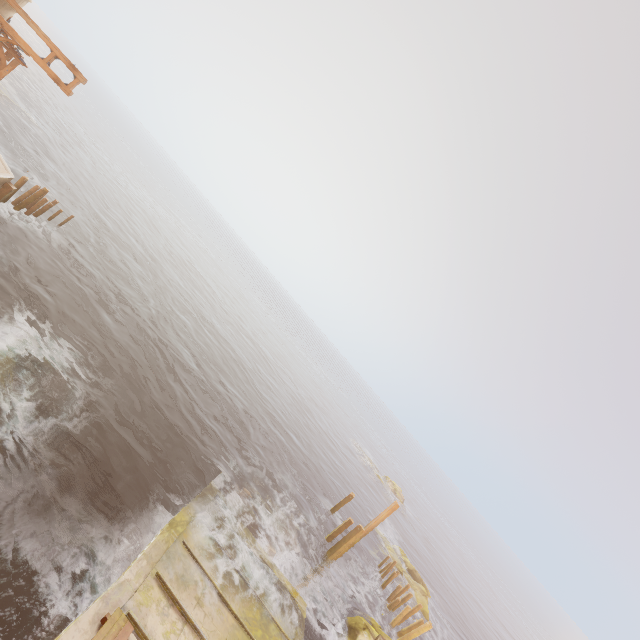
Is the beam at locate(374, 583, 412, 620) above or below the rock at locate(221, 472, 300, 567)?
above

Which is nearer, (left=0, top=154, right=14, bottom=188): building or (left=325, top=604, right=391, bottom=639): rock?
(left=325, top=604, right=391, bottom=639): rock

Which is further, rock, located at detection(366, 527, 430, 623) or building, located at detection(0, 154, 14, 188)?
rock, located at detection(366, 527, 430, 623)

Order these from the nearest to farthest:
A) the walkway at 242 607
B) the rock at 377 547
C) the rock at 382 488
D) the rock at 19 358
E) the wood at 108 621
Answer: the wood at 108 621
the walkway at 242 607
the rock at 19 358
the rock at 377 547
the rock at 382 488

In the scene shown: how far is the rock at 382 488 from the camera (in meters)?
47.78

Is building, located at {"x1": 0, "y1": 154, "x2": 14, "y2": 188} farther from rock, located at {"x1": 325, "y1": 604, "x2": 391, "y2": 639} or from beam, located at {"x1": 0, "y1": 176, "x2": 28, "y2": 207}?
rock, located at {"x1": 325, "y1": 604, "x2": 391, "y2": 639}

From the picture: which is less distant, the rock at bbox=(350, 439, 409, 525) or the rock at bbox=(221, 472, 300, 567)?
the rock at bbox=(221, 472, 300, 567)

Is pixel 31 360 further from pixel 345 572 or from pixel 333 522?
pixel 333 522
